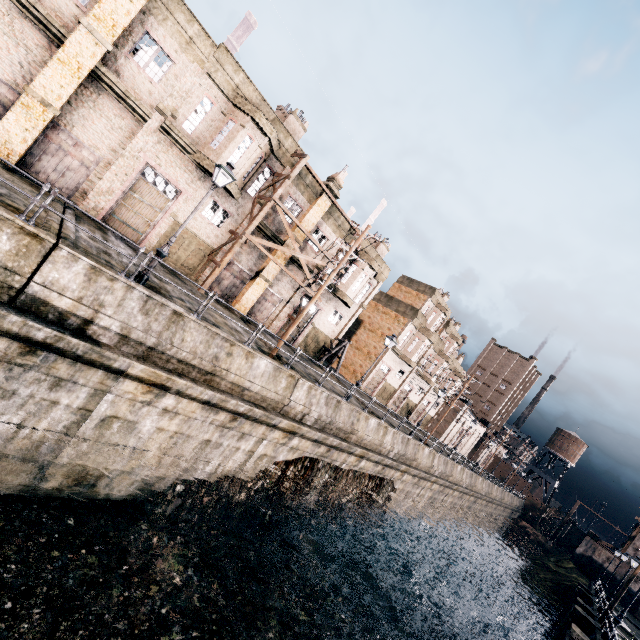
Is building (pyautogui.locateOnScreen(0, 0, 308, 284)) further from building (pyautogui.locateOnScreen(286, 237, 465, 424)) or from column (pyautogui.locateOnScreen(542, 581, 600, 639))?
column (pyautogui.locateOnScreen(542, 581, 600, 639))

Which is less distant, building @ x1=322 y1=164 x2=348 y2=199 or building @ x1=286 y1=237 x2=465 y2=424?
building @ x1=322 y1=164 x2=348 y2=199

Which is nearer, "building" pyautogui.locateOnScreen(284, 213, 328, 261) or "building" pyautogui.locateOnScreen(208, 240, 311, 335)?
"building" pyautogui.locateOnScreen(208, 240, 311, 335)

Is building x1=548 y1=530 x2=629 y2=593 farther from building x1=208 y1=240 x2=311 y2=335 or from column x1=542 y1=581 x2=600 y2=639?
building x1=208 y1=240 x2=311 y2=335

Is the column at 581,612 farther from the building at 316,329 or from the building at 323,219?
the building at 323,219

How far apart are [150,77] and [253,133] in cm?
588

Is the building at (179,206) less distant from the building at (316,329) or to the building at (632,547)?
the building at (316,329)

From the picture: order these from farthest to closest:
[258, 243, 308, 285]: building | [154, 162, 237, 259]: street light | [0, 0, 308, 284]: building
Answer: [258, 243, 308, 285]: building < [0, 0, 308, 284]: building < [154, 162, 237, 259]: street light
